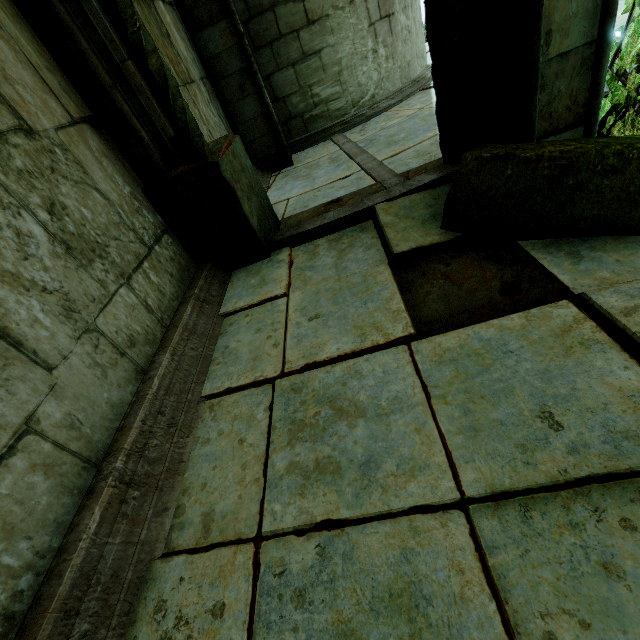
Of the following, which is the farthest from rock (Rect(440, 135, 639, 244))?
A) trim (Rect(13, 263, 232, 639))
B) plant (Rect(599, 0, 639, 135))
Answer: trim (Rect(13, 263, 232, 639))

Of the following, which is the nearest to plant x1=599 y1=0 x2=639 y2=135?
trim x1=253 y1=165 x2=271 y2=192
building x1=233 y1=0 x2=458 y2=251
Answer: building x1=233 y1=0 x2=458 y2=251

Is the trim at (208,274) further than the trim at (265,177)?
No

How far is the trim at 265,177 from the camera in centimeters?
519cm

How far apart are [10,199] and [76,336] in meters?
0.7 m

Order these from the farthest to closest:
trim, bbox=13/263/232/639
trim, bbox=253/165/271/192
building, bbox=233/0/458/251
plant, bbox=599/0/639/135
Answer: trim, bbox=253/165/271/192 < building, bbox=233/0/458/251 < plant, bbox=599/0/639/135 < trim, bbox=13/263/232/639

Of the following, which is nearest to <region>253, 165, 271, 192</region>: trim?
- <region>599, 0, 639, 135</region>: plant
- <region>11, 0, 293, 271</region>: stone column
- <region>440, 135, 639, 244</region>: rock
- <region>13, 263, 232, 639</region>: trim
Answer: <region>11, 0, 293, 271</region>: stone column

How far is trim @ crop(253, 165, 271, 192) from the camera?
5.19m
